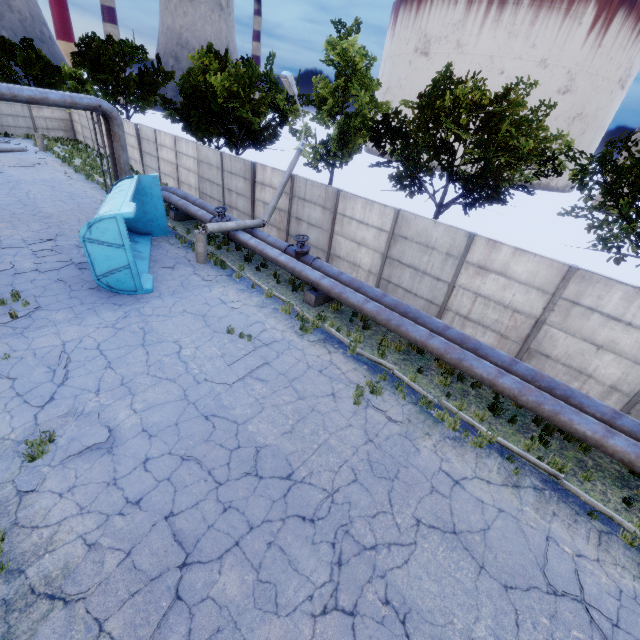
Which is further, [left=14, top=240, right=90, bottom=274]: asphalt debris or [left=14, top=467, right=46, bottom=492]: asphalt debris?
[left=14, top=240, right=90, bottom=274]: asphalt debris

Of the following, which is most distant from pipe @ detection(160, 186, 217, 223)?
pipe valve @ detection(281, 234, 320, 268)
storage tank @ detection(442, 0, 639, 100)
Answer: storage tank @ detection(442, 0, 639, 100)

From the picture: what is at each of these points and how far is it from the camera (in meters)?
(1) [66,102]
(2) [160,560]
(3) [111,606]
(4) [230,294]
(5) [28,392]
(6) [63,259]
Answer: (1) pipe, 13.84
(2) asphalt debris, 4.99
(3) asphalt debris, 4.47
(4) asphalt debris, 12.12
(5) asphalt debris, 7.14
(6) asphalt debris, 12.47

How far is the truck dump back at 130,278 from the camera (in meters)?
9.75

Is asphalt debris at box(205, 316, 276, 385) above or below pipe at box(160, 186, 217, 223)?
below

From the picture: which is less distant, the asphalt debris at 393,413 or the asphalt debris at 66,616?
the asphalt debris at 66,616

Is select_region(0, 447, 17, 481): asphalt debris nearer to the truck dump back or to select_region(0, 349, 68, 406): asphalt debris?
select_region(0, 349, 68, 406): asphalt debris

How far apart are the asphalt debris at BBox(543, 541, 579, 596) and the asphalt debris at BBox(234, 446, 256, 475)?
5.3 meters
